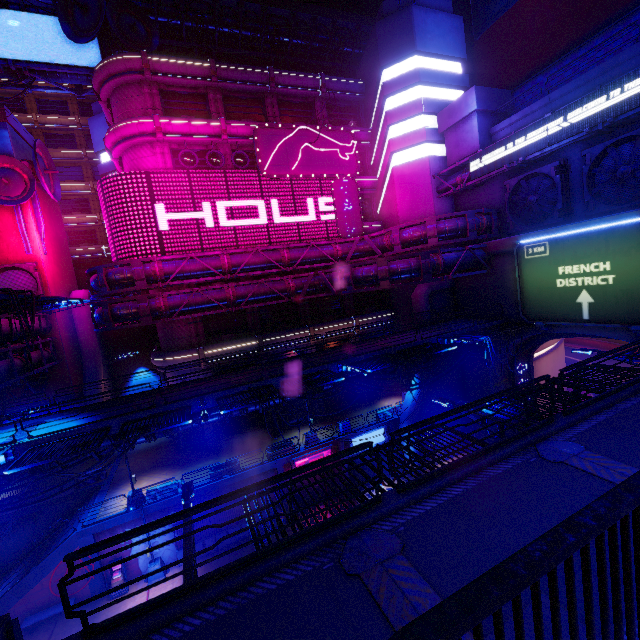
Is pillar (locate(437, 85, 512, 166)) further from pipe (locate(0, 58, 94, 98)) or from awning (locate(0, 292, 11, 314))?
awning (locate(0, 292, 11, 314))

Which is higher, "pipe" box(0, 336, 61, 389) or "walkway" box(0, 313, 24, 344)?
"walkway" box(0, 313, 24, 344)

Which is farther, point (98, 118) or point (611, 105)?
point (98, 118)

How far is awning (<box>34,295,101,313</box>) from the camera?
18.97m

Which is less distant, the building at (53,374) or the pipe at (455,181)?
the pipe at (455,181)

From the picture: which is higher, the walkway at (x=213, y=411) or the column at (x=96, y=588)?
the walkway at (x=213, y=411)

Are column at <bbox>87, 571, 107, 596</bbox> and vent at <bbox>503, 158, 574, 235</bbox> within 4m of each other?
no

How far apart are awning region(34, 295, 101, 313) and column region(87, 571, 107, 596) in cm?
1478
